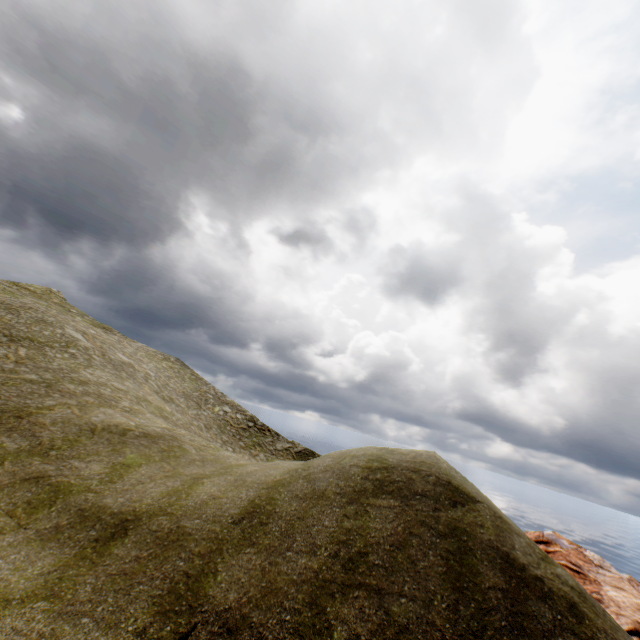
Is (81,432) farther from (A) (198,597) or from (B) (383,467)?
(B) (383,467)
